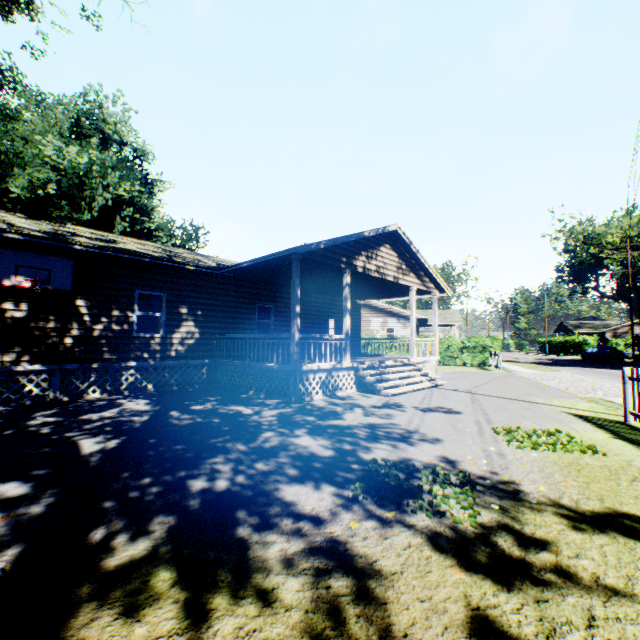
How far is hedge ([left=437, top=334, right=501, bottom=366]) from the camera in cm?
2469

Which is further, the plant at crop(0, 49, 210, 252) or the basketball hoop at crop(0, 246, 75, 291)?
the plant at crop(0, 49, 210, 252)

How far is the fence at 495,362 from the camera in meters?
21.1 m

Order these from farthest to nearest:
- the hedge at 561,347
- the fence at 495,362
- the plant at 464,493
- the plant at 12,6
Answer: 1. the hedge at 561,347
2. the fence at 495,362
3. the plant at 12,6
4. the plant at 464,493

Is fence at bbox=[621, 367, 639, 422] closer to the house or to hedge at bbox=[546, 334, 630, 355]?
the house

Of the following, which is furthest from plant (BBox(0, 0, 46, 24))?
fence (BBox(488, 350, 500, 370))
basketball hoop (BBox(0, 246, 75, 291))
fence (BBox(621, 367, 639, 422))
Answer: fence (BBox(488, 350, 500, 370))

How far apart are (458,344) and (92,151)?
41.48m

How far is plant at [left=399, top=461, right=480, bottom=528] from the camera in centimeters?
341cm
